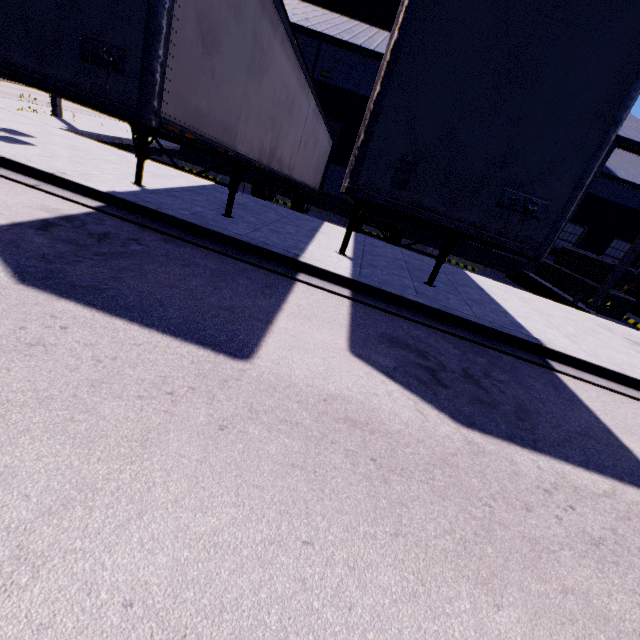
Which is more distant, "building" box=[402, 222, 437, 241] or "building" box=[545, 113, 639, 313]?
"building" box=[402, 222, 437, 241]

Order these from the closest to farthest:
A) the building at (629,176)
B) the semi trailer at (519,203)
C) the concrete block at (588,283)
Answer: the semi trailer at (519,203)
the building at (629,176)
the concrete block at (588,283)

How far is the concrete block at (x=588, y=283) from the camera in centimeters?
1369cm

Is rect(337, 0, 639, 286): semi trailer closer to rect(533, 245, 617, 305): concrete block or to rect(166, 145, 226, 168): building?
rect(166, 145, 226, 168): building

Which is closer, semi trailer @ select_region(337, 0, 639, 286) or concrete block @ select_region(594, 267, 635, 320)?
semi trailer @ select_region(337, 0, 639, 286)

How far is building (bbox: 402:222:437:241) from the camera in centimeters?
1864cm

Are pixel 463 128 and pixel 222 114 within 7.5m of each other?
yes

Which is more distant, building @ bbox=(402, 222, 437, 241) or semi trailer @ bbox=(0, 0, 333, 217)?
building @ bbox=(402, 222, 437, 241)
